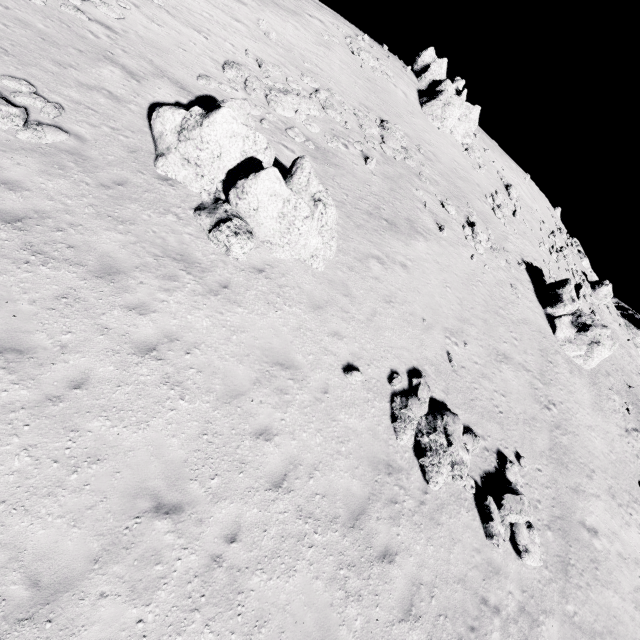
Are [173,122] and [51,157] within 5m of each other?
yes

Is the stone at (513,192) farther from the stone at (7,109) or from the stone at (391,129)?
the stone at (7,109)

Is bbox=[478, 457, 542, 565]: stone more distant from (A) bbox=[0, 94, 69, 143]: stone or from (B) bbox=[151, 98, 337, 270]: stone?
(A) bbox=[0, 94, 69, 143]: stone

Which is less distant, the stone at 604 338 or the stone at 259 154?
the stone at 259 154

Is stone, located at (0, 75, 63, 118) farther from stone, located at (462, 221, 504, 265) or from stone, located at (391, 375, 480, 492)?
stone, located at (462, 221, 504, 265)

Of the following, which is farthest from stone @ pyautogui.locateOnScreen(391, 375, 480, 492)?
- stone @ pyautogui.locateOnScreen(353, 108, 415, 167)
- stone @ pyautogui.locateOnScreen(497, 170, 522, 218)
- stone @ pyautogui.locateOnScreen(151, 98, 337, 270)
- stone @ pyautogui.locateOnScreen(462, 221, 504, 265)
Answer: stone @ pyautogui.locateOnScreen(497, 170, 522, 218)

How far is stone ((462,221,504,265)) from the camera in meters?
21.6 m

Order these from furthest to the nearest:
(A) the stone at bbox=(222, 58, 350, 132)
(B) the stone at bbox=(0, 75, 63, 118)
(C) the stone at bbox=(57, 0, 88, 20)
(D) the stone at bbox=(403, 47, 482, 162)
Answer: (D) the stone at bbox=(403, 47, 482, 162), (A) the stone at bbox=(222, 58, 350, 132), (C) the stone at bbox=(57, 0, 88, 20), (B) the stone at bbox=(0, 75, 63, 118)
